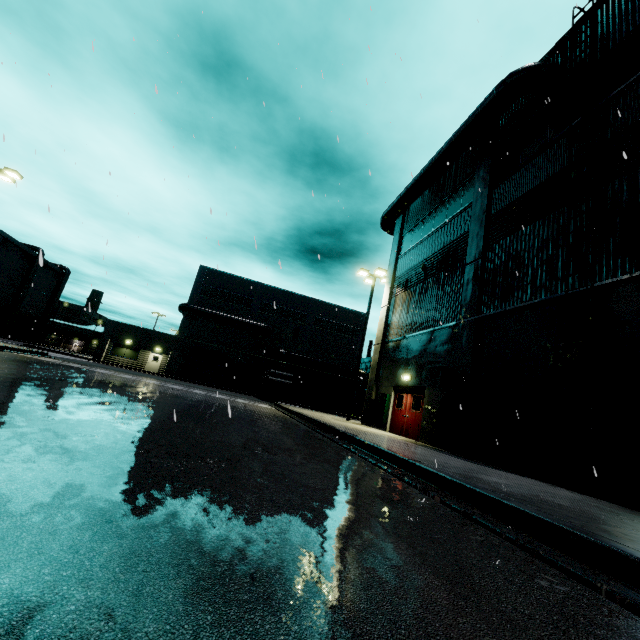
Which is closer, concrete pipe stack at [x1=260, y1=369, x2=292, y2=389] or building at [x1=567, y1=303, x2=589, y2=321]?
building at [x1=567, y1=303, x2=589, y2=321]

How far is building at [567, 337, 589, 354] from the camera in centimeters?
801cm

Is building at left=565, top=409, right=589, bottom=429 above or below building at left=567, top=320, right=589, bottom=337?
below

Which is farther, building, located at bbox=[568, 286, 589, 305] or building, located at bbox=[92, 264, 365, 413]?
building, located at bbox=[92, 264, 365, 413]

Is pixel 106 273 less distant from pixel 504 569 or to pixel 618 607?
pixel 504 569

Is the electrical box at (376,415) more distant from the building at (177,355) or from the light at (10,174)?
the light at (10,174)

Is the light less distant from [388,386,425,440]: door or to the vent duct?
the vent duct

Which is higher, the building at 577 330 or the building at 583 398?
the building at 577 330
